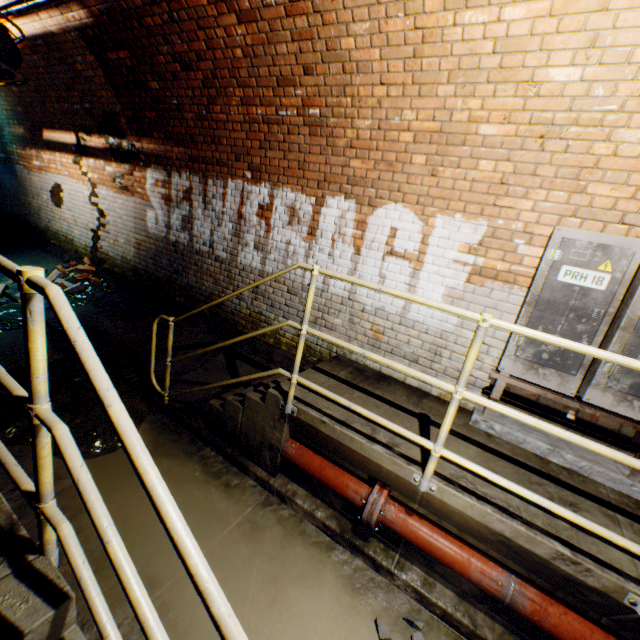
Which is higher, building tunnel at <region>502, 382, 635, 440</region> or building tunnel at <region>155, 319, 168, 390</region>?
building tunnel at <region>502, 382, 635, 440</region>

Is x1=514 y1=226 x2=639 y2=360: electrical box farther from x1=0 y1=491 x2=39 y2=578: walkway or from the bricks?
the bricks

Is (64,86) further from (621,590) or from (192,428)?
(621,590)

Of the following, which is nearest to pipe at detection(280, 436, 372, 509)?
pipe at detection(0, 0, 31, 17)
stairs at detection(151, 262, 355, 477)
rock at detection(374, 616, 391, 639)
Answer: stairs at detection(151, 262, 355, 477)

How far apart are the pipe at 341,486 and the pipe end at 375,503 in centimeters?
3cm

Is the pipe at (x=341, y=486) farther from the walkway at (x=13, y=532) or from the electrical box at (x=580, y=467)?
the walkway at (x=13, y=532)

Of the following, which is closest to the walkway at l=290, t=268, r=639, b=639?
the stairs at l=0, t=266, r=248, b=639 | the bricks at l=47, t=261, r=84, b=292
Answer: the stairs at l=0, t=266, r=248, b=639

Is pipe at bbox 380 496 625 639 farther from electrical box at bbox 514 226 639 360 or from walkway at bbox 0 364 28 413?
walkway at bbox 0 364 28 413
